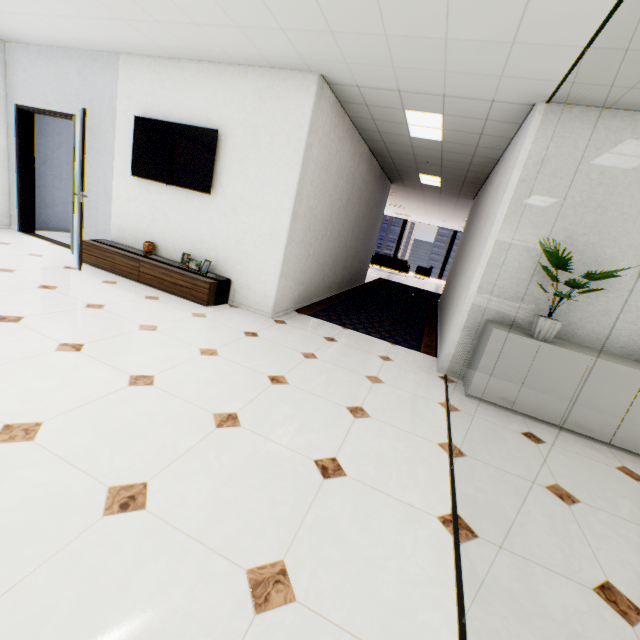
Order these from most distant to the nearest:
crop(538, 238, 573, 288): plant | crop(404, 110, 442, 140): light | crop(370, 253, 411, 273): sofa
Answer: crop(370, 253, 411, 273): sofa, crop(404, 110, 442, 140): light, crop(538, 238, 573, 288): plant

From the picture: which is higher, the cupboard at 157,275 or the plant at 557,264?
the plant at 557,264

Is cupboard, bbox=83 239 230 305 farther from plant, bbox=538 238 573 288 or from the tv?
plant, bbox=538 238 573 288

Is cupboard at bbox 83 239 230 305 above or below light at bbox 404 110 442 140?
below

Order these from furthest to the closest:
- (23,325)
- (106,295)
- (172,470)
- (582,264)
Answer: (106,295) → (582,264) → (23,325) → (172,470)

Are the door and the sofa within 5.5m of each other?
no

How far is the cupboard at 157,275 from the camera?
4.3 meters

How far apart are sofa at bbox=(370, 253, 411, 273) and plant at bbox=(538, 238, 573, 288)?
12.5m
